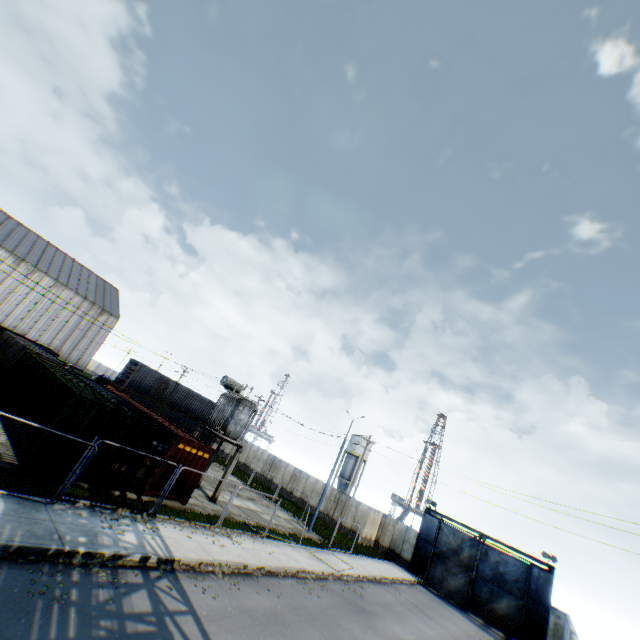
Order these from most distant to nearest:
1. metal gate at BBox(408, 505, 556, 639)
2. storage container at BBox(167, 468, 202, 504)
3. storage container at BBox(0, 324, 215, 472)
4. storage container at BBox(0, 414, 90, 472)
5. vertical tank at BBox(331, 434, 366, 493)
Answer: vertical tank at BBox(331, 434, 366, 493)
metal gate at BBox(408, 505, 556, 639)
storage container at BBox(167, 468, 202, 504)
storage container at BBox(0, 324, 215, 472)
storage container at BBox(0, 414, 90, 472)

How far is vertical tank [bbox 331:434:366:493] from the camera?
54.7 meters

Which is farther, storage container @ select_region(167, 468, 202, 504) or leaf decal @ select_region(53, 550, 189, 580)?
storage container @ select_region(167, 468, 202, 504)

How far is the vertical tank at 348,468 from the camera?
54.7m

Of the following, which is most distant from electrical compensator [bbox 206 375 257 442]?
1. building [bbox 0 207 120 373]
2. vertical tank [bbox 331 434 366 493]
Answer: vertical tank [bbox 331 434 366 493]

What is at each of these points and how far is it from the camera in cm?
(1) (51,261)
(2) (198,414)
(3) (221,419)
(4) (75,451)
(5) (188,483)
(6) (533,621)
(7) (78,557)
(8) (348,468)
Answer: (1) building, 4981
(2) storage container, 3838
(3) electrical compensator, 2116
(4) storage container, 1305
(5) storage container, 1703
(6) metal gate, 2578
(7) leaf decal, 870
(8) vertical tank, 5566

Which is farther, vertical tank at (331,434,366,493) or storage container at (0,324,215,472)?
vertical tank at (331,434,366,493)

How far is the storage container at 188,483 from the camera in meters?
16.5 m
